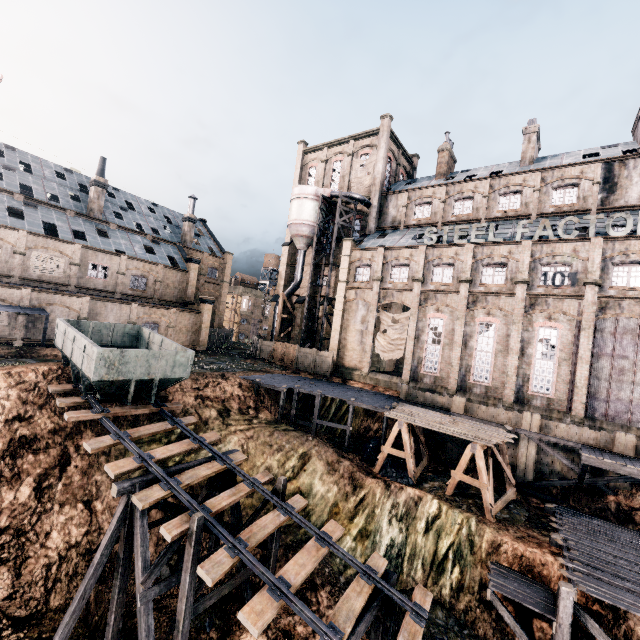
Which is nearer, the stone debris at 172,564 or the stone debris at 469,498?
the stone debris at 172,564

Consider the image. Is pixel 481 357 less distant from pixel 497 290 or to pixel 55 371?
pixel 497 290

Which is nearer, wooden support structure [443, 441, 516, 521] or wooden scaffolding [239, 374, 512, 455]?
wooden support structure [443, 441, 516, 521]

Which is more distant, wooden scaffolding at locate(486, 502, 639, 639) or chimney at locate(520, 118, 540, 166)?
chimney at locate(520, 118, 540, 166)

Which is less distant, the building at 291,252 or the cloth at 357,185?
the cloth at 357,185

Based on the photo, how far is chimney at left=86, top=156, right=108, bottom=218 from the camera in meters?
39.3

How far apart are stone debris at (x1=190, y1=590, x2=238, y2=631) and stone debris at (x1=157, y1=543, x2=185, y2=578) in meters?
1.3 m

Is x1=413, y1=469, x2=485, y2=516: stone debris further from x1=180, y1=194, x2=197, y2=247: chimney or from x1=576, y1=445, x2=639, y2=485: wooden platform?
x1=180, y1=194, x2=197, y2=247: chimney
